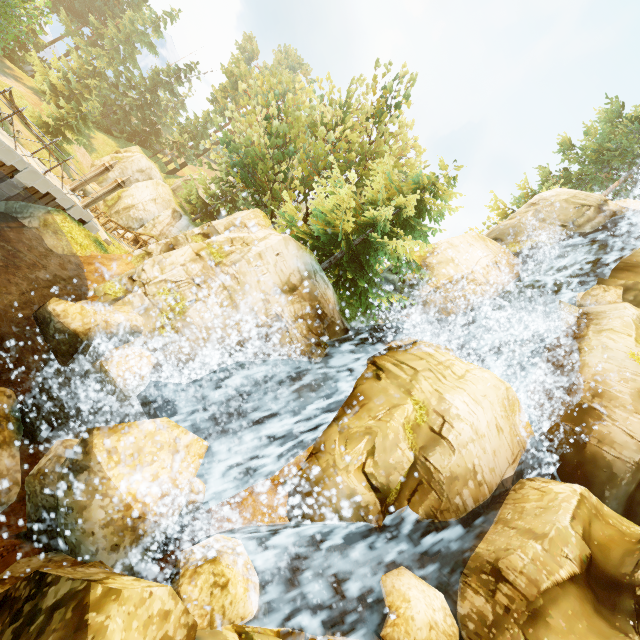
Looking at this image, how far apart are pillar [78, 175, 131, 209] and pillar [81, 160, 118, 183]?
1.0m

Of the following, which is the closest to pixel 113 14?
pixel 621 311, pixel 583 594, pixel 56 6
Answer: pixel 56 6

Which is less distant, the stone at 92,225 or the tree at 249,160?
the tree at 249,160

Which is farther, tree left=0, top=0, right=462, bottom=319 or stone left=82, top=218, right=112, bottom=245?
stone left=82, top=218, right=112, bottom=245

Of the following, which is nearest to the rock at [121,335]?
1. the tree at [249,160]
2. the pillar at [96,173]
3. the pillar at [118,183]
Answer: the tree at [249,160]

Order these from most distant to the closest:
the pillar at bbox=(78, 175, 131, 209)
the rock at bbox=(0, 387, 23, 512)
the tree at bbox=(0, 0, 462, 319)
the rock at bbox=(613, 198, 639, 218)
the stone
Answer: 1. the rock at bbox=(613, 198, 639, 218)
2. the stone
3. the pillar at bbox=(78, 175, 131, 209)
4. the tree at bbox=(0, 0, 462, 319)
5. the rock at bbox=(0, 387, 23, 512)

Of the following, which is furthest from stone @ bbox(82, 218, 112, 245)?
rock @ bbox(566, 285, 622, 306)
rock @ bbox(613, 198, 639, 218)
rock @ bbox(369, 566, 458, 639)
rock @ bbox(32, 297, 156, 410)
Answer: rock @ bbox(613, 198, 639, 218)

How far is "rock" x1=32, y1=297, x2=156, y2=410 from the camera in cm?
875
